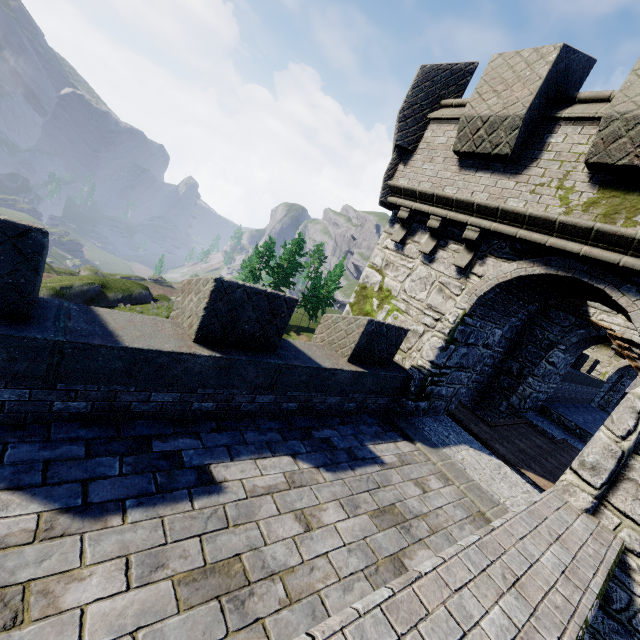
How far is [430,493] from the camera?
5.3 meters
